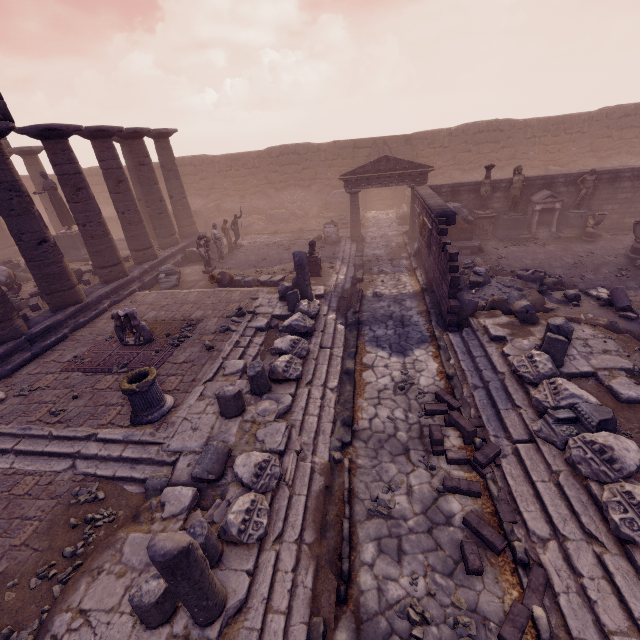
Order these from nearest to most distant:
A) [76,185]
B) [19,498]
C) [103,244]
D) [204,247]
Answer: [19,498] → [76,185] → [103,244] → [204,247]

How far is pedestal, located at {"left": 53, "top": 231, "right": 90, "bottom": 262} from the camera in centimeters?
1623cm

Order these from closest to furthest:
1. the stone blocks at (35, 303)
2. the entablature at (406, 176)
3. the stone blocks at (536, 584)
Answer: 1. the stone blocks at (536, 584)
2. the stone blocks at (35, 303)
3. the entablature at (406, 176)

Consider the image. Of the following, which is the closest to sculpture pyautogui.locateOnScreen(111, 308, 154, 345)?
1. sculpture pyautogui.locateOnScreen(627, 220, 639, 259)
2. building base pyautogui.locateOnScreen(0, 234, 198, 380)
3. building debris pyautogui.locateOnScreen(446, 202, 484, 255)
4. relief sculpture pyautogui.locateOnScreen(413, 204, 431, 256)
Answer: building base pyautogui.locateOnScreen(0, 234, 198, 380)

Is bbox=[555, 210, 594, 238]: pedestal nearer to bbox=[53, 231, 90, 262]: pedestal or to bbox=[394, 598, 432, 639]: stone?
bbox=[394, 598, 432, 639]: stone

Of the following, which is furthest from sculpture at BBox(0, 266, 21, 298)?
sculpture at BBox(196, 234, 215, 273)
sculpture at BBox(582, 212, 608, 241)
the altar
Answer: sculpture at BBox(582, 212, 608, 241)

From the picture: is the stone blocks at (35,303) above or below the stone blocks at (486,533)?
above

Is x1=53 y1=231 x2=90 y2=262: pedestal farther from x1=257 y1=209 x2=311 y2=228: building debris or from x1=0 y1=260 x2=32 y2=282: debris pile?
x1=257 y1=209 x2=311 y2=228: building debris
